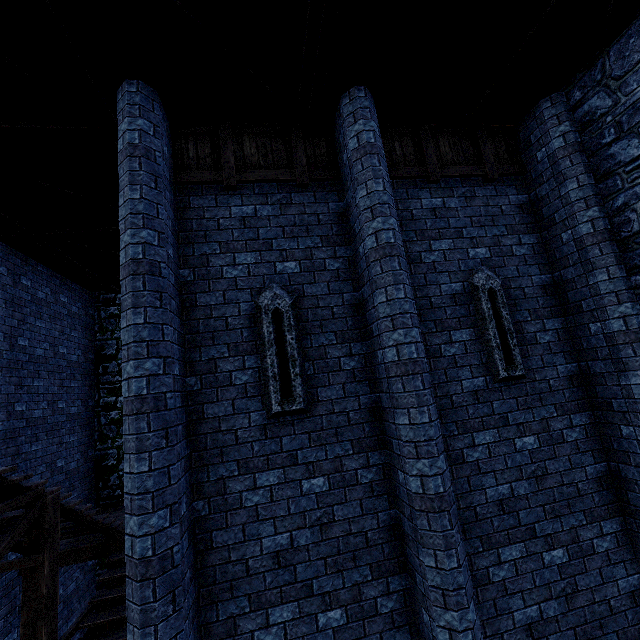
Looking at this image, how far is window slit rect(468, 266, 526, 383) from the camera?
4.8m

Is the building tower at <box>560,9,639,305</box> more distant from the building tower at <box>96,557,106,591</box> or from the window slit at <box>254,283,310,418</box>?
the window slit at <box>254,283,310,418</box>

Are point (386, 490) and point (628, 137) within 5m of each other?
no

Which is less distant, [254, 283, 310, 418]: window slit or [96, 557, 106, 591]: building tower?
[254, 283, 310, 418]: window slit

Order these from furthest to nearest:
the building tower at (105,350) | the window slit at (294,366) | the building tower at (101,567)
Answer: the building tower at (105,350) < the building tower at (101,567) < the window slit at (294,366)

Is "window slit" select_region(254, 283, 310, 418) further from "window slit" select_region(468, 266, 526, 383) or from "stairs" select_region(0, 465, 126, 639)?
"stairs" select_region(0, 465, 126, 639)

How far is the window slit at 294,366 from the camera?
4.2m

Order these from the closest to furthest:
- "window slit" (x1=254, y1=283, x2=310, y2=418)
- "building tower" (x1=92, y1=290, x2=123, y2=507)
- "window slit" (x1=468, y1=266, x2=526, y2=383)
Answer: "window slit" (x1=254, y1=283, x2=310, y2=418)
"window slit" (x1=468, y1=266, x2=526, y2=383)
"building tower" (x1=92, y1=290, x2=123, y2=507)
